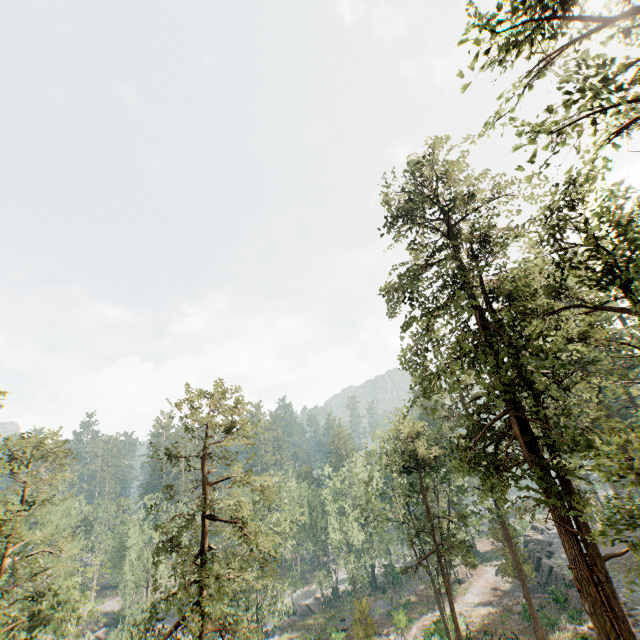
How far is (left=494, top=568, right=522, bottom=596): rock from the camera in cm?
4158

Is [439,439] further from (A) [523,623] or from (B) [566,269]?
(B) [566,269]

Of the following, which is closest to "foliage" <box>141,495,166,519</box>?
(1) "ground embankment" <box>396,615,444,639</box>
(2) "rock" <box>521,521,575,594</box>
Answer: (1) "ground embankment" <box>396,615,444,639</box>

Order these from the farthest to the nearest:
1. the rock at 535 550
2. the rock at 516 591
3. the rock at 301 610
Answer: the rock at 301 610 → the rock at 516 591 → the rock at 535 550

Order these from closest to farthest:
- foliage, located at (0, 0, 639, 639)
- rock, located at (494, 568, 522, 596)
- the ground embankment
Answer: foliage, located at (0, 0, 639, 639) < the ground embankment < rock, located at (494, 568, 522, 596)

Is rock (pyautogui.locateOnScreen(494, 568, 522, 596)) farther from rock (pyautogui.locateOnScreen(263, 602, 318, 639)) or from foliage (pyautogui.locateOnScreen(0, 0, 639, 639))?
rock (pyautogui.locateOnScreen(263, 602, 318, 639))

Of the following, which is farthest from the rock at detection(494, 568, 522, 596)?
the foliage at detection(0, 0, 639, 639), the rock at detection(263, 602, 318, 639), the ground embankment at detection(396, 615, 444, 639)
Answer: the rock at detection(263, 602, 318, 639)

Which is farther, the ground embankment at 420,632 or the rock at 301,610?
the rock at 301,610
